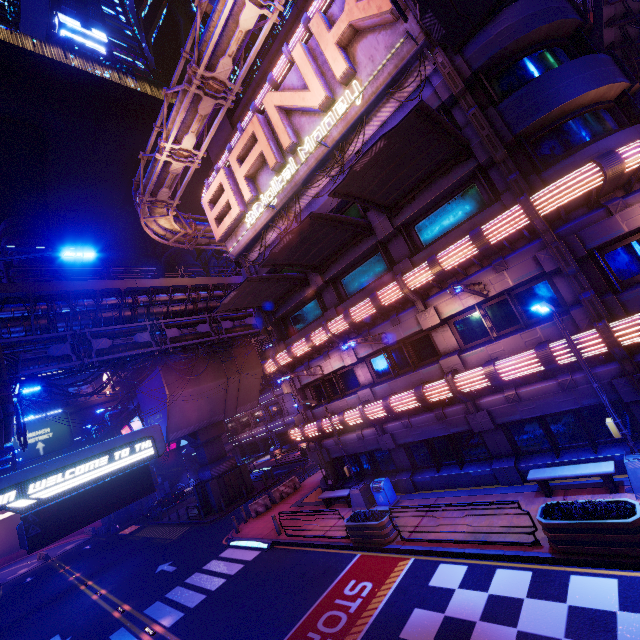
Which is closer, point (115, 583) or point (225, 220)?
point (225, 220)

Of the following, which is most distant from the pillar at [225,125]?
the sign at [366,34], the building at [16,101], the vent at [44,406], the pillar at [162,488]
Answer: the vent at [44,406]

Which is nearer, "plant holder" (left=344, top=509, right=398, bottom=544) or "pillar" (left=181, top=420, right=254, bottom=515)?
"plant holder" (left=344, top=509, right=398, bottom=544)

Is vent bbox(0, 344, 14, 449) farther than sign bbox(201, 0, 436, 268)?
No

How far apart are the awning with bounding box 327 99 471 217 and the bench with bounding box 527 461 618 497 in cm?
1134

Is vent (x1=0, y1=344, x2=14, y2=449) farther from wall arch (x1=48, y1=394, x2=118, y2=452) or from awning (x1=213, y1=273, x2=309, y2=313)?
wall arch (x1=48, y1=394, x2=118, y2=452)

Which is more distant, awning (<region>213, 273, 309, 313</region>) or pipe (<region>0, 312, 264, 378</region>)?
pipe (<region>0, 312, 264, 378</region>)

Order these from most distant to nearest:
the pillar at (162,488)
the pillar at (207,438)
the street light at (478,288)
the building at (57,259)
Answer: the building at (57,259)
the pillar at (162,488)
the pillar at (207,438)
the street light at (478,288)
